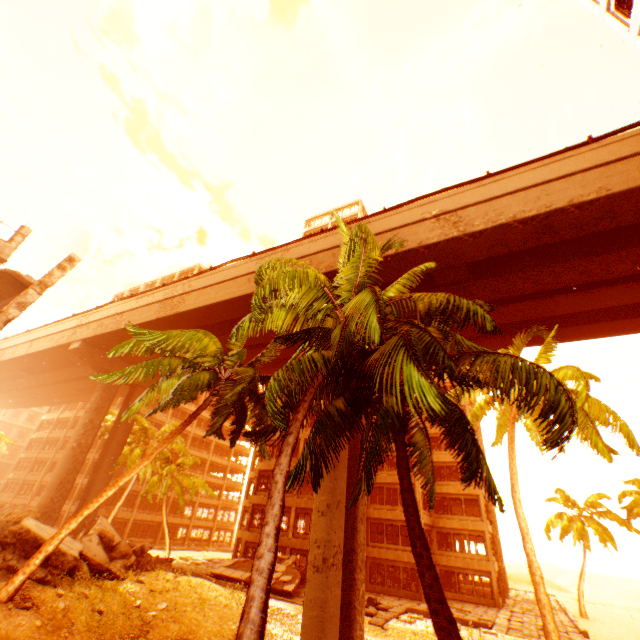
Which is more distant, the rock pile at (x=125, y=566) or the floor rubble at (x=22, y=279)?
the floor rubble at (x=22, y=279)

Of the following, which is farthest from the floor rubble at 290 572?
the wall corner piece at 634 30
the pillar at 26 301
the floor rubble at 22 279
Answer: the wall corner piece at 634 30

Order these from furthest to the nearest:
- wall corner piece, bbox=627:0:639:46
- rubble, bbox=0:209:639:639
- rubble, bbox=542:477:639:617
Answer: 1. rubble, bbox=542:477:639:617
2. wall corner piece, bbox=627:0:639:46
3. rubble, bbox=0:209:639:639

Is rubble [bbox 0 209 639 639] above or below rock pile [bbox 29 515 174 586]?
above

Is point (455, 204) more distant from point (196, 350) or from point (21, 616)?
point (21, 616)

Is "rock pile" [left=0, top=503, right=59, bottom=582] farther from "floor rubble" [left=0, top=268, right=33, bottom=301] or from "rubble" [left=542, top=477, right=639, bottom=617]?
"floor rubble" [left=0, top=268, right=33, bottom=301]

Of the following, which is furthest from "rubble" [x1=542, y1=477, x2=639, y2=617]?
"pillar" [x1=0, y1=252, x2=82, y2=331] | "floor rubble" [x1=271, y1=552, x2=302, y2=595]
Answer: "pillar" [x1=0, y1=252, x2=82, y2=331]

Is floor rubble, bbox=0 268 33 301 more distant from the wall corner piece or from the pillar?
the wall corner piece
